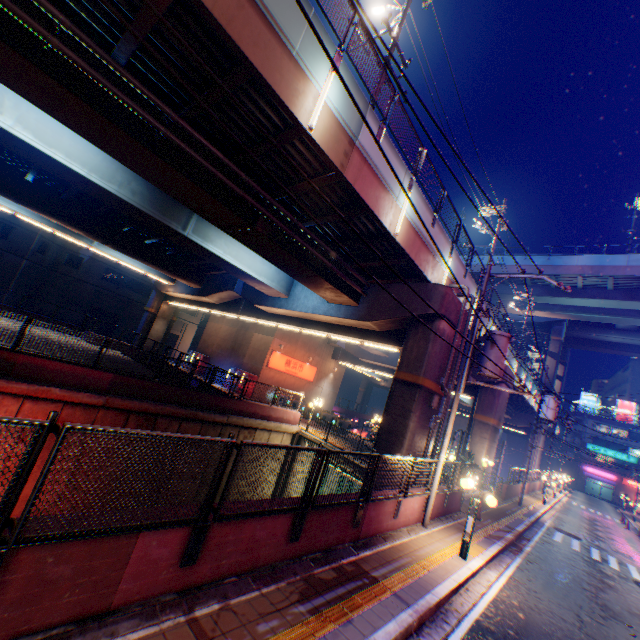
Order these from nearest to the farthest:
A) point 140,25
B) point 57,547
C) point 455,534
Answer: point 57,547
point 140,25
point 455,534

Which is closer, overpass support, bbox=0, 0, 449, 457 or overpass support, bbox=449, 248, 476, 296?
overpass support, bbox=0, 0, 449, 457

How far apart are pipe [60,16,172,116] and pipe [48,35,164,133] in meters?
0.3 m

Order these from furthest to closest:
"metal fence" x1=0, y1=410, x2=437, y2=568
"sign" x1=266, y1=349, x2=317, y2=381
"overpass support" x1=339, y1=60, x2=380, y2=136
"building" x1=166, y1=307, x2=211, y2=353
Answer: "building" x1=166, y1=307, x2=211, y2=353 < "sign" x1=266, y1=349, x2=317, y2=381 < "overpass support" x1=339, y1=60, x2=380, y2=136 < "metal fence" x1=0, y1=410, x2=437, y2=568

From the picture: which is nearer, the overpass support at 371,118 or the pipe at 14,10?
the pipe at 14,10

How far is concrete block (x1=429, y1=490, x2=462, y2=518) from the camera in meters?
12.1 m

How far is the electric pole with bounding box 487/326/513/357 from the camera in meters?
11.2

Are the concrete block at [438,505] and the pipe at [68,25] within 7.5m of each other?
no
